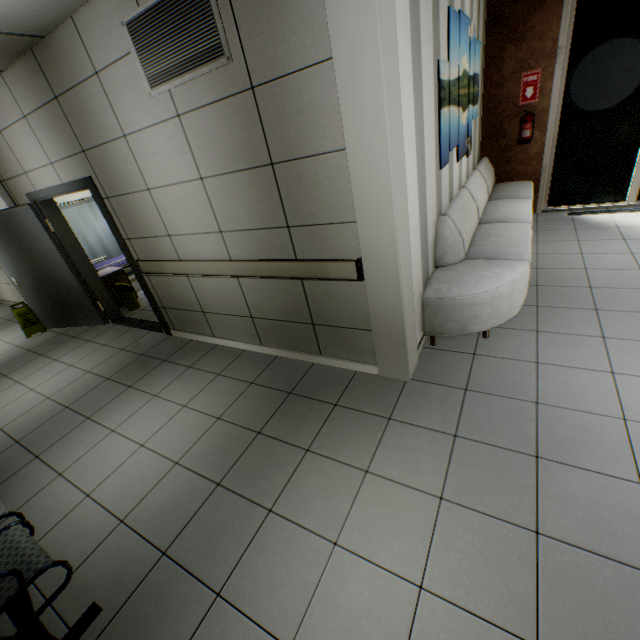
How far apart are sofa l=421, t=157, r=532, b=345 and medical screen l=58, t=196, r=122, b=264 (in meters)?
7.61

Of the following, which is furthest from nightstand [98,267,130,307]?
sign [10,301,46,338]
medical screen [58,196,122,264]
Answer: medical screen [58,196,122,264]

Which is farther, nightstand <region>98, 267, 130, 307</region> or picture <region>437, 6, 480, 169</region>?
nightstand <region>98, 267, 130, 307</region>

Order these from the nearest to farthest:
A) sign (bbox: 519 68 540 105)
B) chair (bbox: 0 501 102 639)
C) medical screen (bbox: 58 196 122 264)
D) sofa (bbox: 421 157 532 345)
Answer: chair (bbox: 0 501 102 639)
sofa (bbox: 421 157 532 345)
sign (bbox: 519 68 540 105)
medical screen (bbox: 58 196 122 264)

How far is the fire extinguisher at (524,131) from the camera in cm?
521

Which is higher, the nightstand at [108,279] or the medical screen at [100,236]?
the medical screen at [100,236]

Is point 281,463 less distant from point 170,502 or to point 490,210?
point 170,502

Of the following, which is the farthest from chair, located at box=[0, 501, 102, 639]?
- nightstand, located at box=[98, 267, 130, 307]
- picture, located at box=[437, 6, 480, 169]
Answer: picture, located at box=[437, 6, 480, 169]
